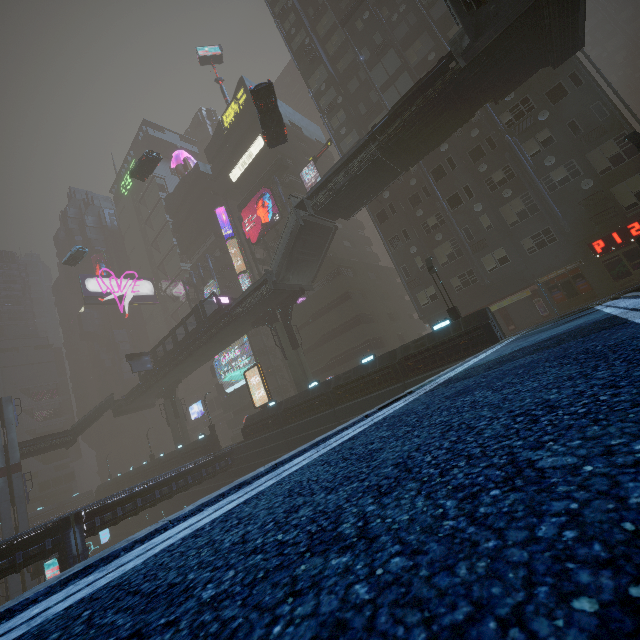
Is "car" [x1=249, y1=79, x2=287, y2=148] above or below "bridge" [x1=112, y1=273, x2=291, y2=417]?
above

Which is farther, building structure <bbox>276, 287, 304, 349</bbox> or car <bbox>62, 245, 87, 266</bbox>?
car <bbox>62, 245, 87, 266</bbox>

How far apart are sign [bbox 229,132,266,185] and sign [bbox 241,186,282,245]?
5.6 meters

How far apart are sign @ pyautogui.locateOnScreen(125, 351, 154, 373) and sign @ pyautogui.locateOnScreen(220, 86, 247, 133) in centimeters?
3267cm

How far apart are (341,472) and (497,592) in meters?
1.6

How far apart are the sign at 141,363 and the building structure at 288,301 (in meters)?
21.04

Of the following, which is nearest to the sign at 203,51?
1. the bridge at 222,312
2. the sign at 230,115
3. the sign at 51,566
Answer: the sign at 230,115

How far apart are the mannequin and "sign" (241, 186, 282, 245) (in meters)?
22.62
